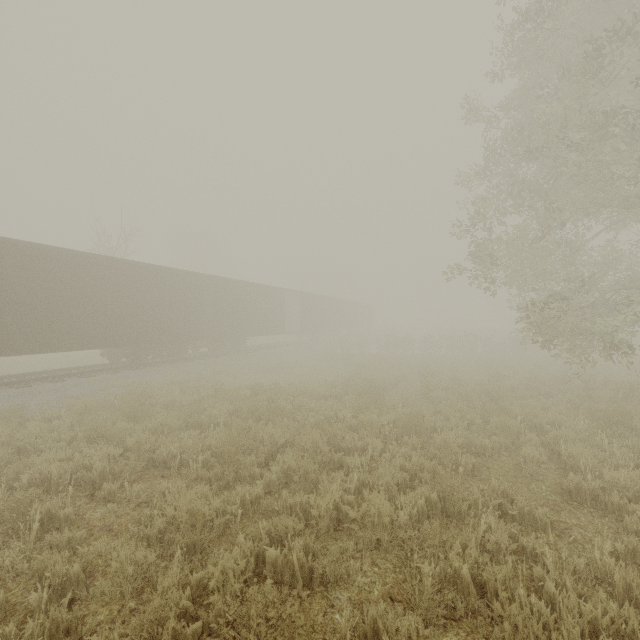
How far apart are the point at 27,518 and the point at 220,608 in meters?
3.1 m

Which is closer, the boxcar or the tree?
the tree

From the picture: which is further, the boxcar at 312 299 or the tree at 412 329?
the boxcar at 312 299
